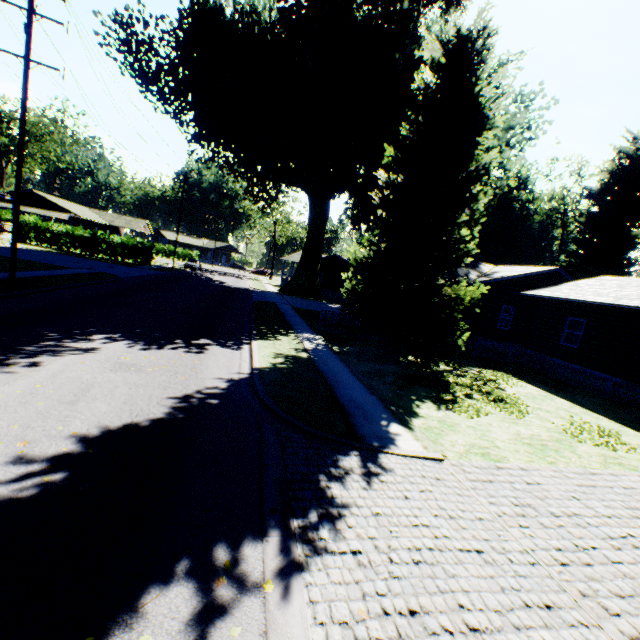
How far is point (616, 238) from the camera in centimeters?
3456cm

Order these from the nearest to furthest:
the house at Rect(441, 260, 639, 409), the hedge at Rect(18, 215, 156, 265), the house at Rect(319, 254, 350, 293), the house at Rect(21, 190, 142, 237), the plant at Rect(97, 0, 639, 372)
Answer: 1. the plant at Rect(97, 0, 639, 372)
2. the house at Rect(441, 260, 639, 409)
3. the hedge at Rect(18, 215, 156, 265)
4. the house at Rect(21, 190, 142, 237)
5. the house at Rect(319, 254, 350, 293)

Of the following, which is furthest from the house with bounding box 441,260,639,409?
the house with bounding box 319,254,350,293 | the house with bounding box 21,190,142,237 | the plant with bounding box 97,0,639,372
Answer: the house with bounding box 21,190,142,237

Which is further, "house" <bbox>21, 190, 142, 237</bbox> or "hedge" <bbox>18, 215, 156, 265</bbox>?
"house" <bbox>21, 190, 142, 237</bbox>

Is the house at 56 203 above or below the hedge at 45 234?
above

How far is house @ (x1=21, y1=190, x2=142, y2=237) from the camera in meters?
45.6 m

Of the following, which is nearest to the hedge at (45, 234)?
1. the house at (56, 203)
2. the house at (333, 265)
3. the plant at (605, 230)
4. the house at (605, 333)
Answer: the house at (56, 203)

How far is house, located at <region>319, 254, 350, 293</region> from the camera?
48.9m
